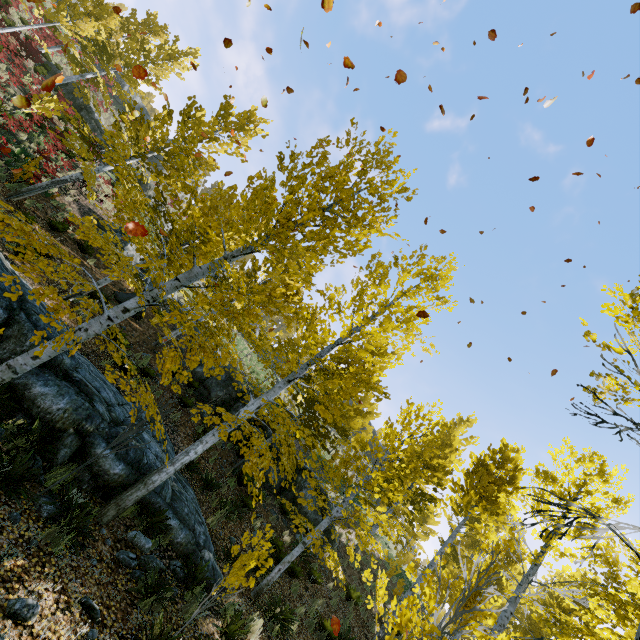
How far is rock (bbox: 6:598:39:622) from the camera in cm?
395

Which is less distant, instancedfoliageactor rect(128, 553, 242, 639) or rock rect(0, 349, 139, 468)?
instancedfoliageactor rect(128, 553, 242, 639)

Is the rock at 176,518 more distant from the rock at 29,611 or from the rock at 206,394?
the rock at 206,394

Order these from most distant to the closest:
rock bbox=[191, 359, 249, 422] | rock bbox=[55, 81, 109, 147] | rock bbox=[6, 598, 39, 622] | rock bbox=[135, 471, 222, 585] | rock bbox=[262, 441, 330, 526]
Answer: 1. rock bbox=[55, 81, 109, 147]
2. rock bbox=[191, 359, 249, 422]
3. rock bbox=[262, 441, 330, 526]
4. rock bbox=[135, 471, 222, 585]
5. rock bbox=[6, 598, 39, 622]

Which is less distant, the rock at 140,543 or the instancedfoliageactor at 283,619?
the rock at 140,543

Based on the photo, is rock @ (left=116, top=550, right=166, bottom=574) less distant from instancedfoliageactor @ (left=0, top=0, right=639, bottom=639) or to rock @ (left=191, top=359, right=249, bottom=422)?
instancedfoliageactor @ (left=0, top=0, right=639, bottom=639)

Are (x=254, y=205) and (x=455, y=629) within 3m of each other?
no
